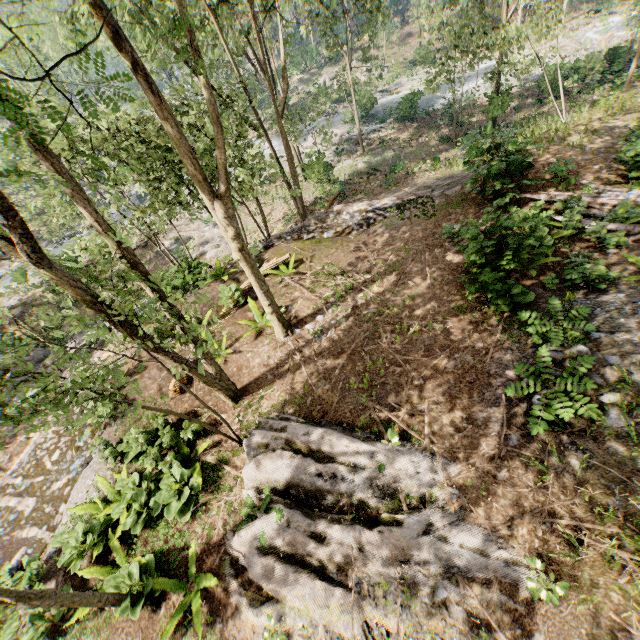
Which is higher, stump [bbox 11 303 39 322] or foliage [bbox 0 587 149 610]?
foliage [bbox 0 587 149 610]

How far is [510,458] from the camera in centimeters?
592cm

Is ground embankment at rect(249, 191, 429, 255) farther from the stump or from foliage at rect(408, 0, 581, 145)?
the stump

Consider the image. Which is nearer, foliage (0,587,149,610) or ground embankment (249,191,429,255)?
foliage (0,587,149,610)

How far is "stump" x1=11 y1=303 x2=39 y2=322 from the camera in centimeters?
2384cm

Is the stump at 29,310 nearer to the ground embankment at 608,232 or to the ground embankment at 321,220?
the ground embankment at 321,220

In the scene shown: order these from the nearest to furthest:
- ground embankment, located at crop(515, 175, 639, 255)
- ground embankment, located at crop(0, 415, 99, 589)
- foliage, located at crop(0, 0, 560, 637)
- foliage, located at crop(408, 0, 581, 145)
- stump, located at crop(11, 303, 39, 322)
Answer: foliage, located at crop(0, 0, 560, 637), ground embankment, located at crop(0, 415, 99, 589), ground embankment, located at crop(515, 175, 639, 255), foliage, located at crop(408, 0, 581, 145), stump, located at crop(11, 303, 39, 322)

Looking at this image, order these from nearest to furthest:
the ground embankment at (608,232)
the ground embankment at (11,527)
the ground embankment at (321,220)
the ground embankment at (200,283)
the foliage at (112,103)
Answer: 1. the foliage at (112,103)
2. the ground embankment at (11,527)
3. the ground embankment at (608,232)
4. the ground embankment at (200,283)
5. the ground embankment at (321,220)
